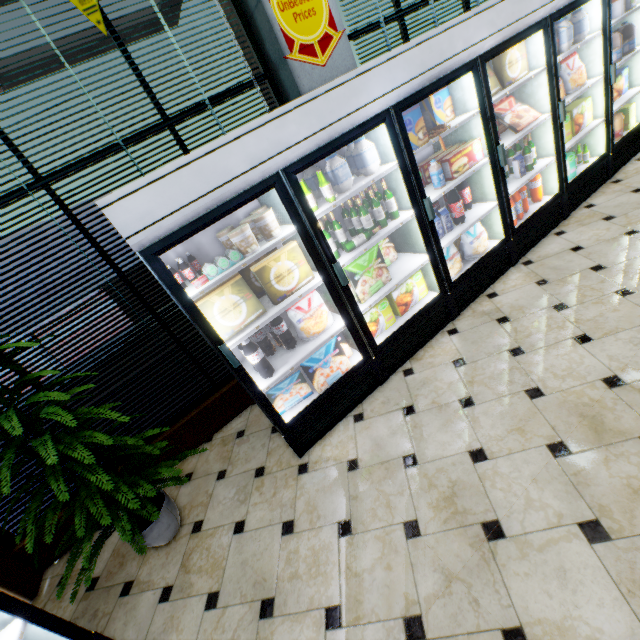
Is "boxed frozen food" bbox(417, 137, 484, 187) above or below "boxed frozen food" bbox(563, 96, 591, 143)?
above

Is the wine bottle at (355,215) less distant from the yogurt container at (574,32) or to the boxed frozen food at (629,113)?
the yogurt container at (574,32)

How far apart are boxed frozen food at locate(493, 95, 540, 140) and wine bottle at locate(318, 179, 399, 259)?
1.8m

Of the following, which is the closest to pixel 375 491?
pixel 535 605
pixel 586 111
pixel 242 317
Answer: pixel 535 605

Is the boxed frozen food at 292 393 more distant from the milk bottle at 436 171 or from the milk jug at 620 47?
the milk jug at 620 47

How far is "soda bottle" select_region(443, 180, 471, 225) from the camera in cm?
309

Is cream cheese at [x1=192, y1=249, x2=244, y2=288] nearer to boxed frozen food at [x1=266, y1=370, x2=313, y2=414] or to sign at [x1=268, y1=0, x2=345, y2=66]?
boxed frozen food at [x1=266, y1=370, x2=313, y2=414]

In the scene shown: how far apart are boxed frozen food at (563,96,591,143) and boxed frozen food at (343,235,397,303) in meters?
2.6
